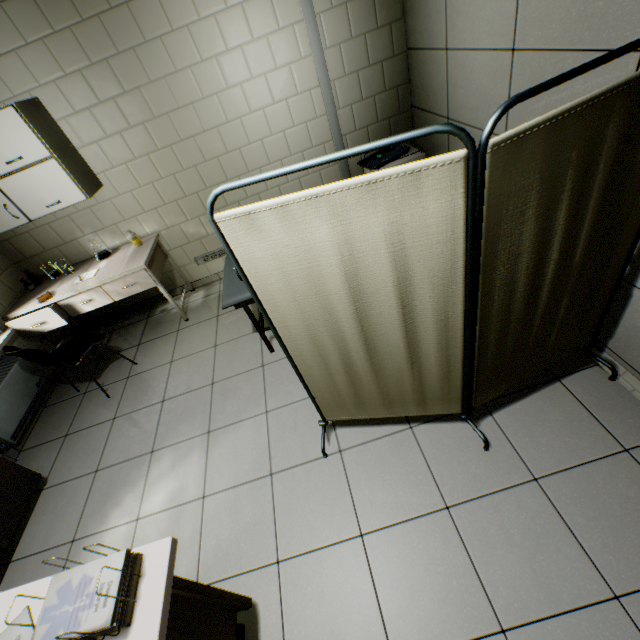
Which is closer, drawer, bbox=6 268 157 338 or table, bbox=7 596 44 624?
table, bbox=7 596 44 624

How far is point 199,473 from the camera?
2.35m

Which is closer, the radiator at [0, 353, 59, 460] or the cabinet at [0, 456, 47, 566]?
the cabinet at [0, 456, 47, 566]

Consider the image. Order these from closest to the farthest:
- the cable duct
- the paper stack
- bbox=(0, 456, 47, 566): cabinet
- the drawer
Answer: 1. the paper stack
2. bbox=(0, 456, 47, 566): cabinet
3. the cable duct
4. the drawer

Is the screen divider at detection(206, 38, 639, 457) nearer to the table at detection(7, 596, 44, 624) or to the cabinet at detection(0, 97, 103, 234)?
the table at detection(7, 596, 44, 624)

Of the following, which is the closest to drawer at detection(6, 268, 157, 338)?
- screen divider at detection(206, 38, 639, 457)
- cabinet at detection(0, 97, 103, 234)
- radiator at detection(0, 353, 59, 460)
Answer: radiator at detection(0, 353, 59, 460)

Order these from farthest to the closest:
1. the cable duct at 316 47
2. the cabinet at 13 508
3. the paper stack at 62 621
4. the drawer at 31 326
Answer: the drawer at 31 326
the cable duct at 316 47
the cabinet at 13 508
the paper stack at 62 621

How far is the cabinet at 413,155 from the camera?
3.11m
